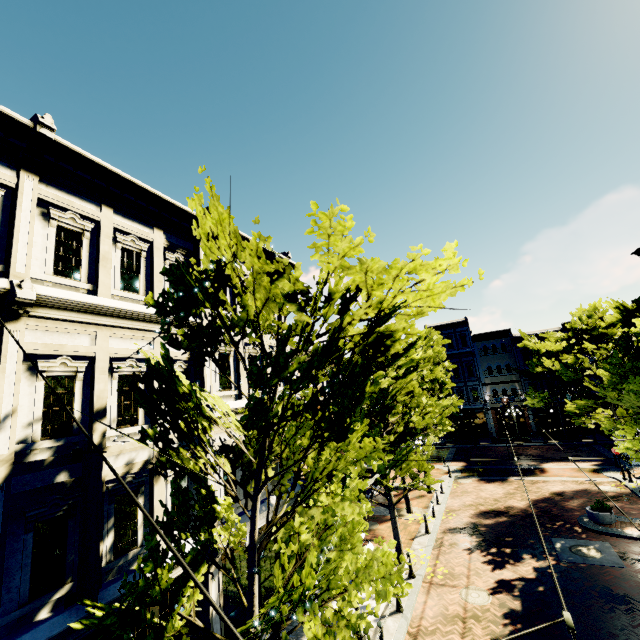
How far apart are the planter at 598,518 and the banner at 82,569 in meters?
19.5 m

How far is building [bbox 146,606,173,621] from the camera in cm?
812

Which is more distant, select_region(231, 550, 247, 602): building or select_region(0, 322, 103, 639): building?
select_region(231, 550, 247, 602): building

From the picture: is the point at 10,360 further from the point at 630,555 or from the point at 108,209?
the point at 630,555

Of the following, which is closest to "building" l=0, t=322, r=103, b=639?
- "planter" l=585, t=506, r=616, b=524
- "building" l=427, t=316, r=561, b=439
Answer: "building" l=427, t=316, r=561, b=439

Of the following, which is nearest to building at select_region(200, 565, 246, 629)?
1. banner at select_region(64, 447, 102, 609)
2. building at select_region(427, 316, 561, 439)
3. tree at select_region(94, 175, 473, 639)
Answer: banner at select_region(64, 447, 102, 609)

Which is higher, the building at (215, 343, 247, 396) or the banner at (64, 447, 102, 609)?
the building at (215, 343, 247, 396)

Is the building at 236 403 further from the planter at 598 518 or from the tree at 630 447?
the planter at 598 518
